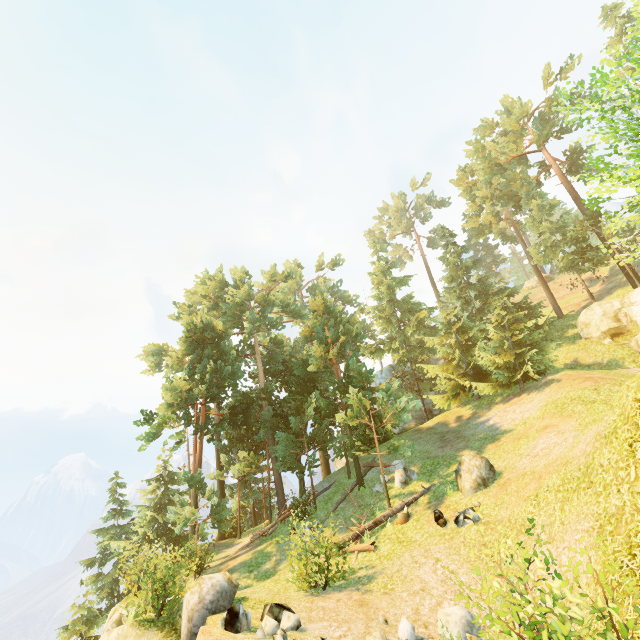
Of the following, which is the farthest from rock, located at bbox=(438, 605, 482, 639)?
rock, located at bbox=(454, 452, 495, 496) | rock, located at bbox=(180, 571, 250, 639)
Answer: rock, located at bbox=(180, 571, 250, 639)

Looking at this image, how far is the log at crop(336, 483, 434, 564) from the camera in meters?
14.1 m

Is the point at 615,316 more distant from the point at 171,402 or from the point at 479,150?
the point at 171,402

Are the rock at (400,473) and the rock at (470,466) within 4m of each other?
yes

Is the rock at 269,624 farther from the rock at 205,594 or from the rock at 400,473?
the rock at 400,473

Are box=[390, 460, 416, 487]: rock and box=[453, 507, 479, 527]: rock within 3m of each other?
no

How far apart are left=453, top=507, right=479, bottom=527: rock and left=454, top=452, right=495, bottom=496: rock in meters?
1.0

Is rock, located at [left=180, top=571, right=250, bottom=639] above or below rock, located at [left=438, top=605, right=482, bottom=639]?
above
